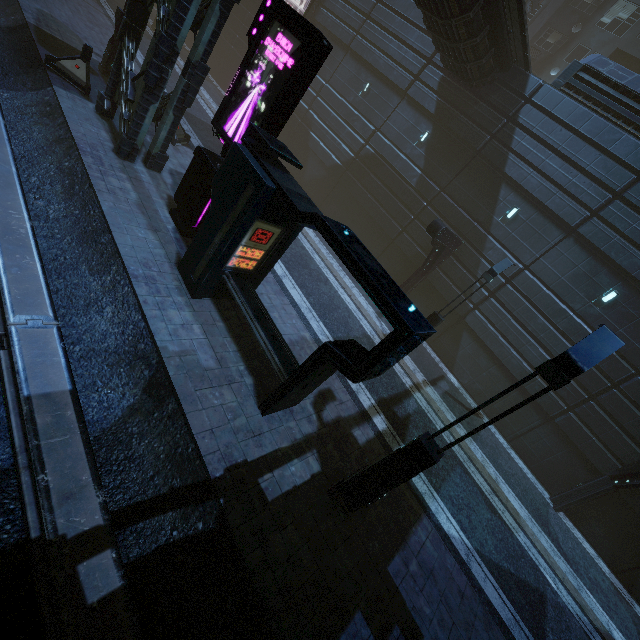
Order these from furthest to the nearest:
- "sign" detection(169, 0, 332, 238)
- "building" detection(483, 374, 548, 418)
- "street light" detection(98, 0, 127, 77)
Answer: "building" detection(483, 374, 548, 418)
"street light" detection(98, 0, 127, 77)
"sign" detection(169, 0, 332, 238)

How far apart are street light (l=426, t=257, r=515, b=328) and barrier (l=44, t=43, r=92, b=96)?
14.7 meters

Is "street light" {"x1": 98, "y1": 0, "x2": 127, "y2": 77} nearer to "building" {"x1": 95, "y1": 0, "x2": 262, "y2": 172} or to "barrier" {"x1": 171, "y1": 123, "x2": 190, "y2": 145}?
"barrier" {"x1": 171, "y1": 123, "x2": 190, "y2": 145}

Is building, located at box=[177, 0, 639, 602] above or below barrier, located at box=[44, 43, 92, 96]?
above

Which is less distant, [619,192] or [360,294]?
[619,192]

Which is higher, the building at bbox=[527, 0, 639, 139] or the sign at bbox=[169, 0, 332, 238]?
the building at bbox=[527, 0, 639, 139]

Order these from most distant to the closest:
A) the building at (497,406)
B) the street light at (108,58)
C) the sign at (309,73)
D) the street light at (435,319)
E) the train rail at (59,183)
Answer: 1. the building at (497,406)
2. the street light at (108,58)
3. the street light at (435,319)
4. the sign at (309,73)
5. the train rail at (59,183)

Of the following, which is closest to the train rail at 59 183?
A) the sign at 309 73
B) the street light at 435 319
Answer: the sign at 309 73
